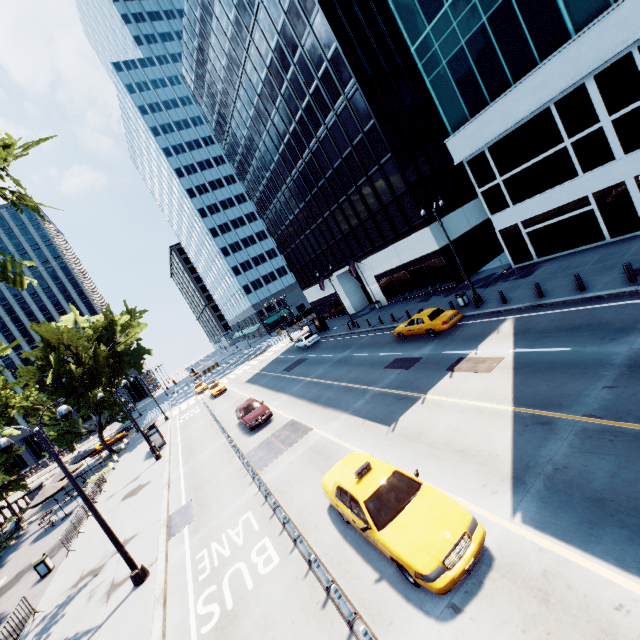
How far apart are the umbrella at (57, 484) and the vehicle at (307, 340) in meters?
24.6 m

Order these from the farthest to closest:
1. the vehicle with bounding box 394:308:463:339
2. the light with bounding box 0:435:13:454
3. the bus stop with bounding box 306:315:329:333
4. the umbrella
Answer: the bus stop with bounding box 306:315:329:333, the umbrella, the vehicle with bounding box 394:308:463:339, the light with bounding box 0:435:13:454

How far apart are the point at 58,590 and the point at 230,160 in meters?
53.7 m

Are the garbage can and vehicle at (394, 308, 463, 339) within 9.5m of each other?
no

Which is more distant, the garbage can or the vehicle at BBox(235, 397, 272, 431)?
the vehicle at BBox(235, 397, 272, 431)

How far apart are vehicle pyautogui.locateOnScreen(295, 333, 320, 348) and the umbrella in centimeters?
2463cm

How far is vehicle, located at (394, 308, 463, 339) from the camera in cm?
1952

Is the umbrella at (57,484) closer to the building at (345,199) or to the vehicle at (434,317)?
the vehicle at (434,317)
